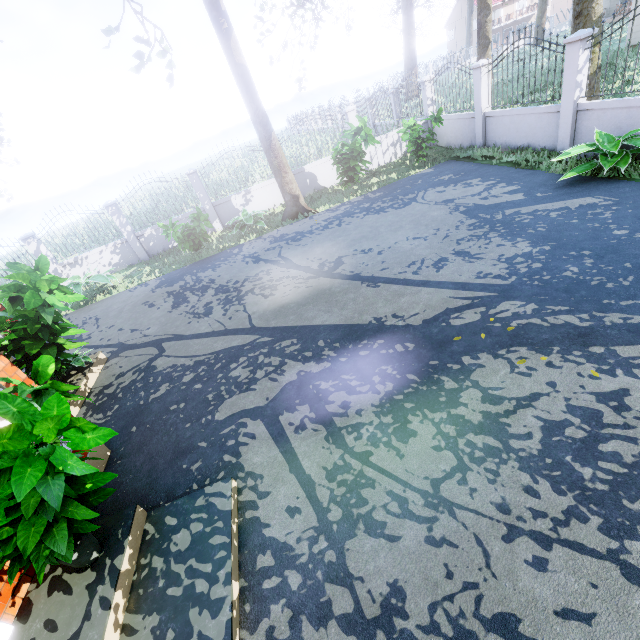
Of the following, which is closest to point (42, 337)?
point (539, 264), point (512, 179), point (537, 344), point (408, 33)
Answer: point (537, 344)

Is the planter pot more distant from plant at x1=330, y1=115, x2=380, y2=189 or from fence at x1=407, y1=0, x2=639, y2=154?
fence at x1=407, y1=0, x2=639, y2=154

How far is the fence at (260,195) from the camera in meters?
12.5

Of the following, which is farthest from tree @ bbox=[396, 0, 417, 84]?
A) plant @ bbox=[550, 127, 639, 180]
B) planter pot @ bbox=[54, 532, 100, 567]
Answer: planter pot @ bbox=[54, 532, 100, 567]

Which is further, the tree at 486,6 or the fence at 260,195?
the fence at 260,195

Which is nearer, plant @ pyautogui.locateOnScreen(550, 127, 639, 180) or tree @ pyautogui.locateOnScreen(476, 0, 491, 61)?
plant @ pyautogui.locateOnScreen(550, 127, 639, 180)

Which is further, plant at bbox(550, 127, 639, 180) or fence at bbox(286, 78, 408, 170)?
fence at bbox(286, 78, 408, 170)

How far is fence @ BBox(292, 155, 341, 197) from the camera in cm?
1312
